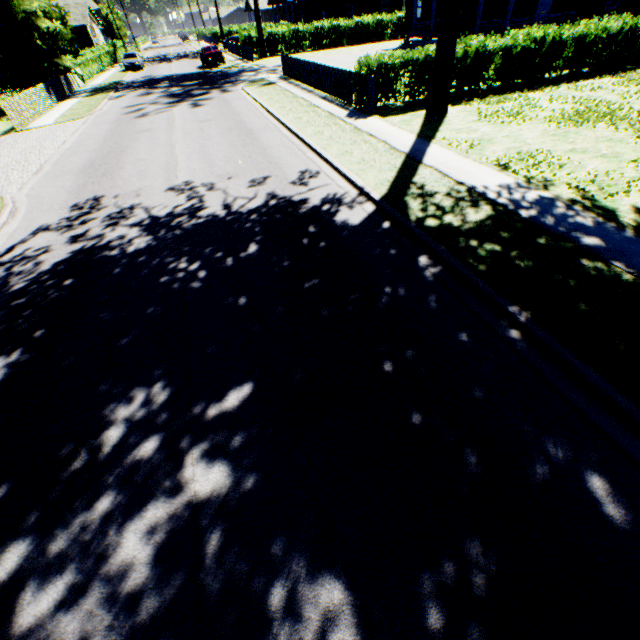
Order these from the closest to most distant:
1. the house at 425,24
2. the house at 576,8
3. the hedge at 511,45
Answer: the hedge at 511,45
the house at 576,8
the house at 425,24

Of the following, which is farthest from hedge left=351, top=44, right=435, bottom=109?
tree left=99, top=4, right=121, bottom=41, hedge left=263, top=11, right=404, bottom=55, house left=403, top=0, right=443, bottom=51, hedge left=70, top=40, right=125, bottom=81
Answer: tree left=99, top=4, right=121, bottom=41

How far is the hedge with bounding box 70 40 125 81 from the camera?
32.1m

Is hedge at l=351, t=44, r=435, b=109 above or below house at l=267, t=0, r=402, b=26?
below

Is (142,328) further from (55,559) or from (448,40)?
(448,40)

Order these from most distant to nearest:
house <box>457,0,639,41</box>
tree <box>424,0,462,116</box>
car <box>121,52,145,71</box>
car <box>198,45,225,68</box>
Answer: car <box>121,52,145,71</box>
car <box>198,45,225,68</box>
house <box>457,0,639,41</box>
tree <box>424,0,462,116</box>

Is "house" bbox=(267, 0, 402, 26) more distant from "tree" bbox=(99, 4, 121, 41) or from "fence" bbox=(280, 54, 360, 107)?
"tree" bbox=(99, 4, 121, 41)

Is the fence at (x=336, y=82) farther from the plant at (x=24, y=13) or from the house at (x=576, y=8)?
the plant at (x=24, y=13)
